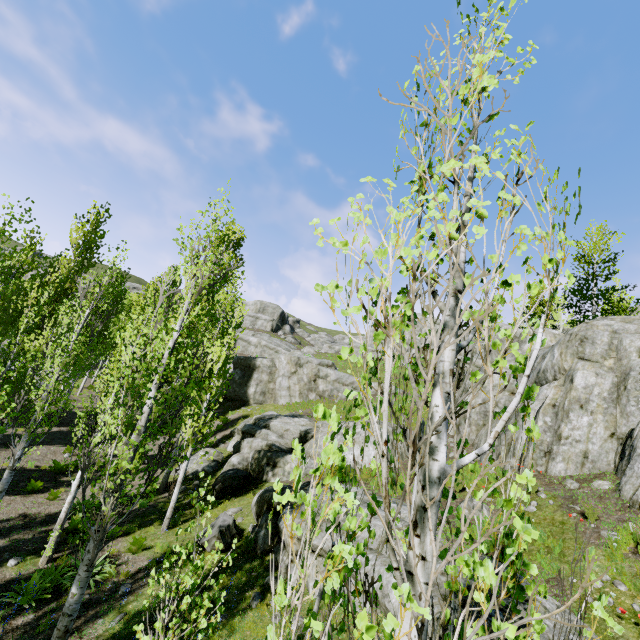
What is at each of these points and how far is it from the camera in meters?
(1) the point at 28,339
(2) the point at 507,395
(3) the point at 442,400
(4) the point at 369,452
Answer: (1) instancedfoliageactor, 16.2 m
(2) rock, 17.7 m
(3) instancedfoliageactor, 1.6 m
(4) rock, 17.0 m

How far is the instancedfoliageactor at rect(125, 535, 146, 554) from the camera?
10.51m

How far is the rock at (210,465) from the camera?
17.3m

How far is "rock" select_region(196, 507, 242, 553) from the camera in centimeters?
1052cm

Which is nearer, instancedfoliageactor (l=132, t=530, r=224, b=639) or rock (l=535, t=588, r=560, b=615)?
instancedfoliageactor (l=132, t=530, r=224, b=639)

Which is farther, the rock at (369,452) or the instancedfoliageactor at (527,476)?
the rock at (369,452)

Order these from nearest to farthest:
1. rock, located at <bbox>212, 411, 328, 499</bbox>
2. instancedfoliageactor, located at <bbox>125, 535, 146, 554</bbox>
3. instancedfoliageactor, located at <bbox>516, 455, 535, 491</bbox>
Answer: instancedfoliageactor, located at <bbox>516, 455, 535, 491</bbox>, instancedfoliageactor, located at <bbox>125, 535, 146, 554</bbox>, rock, located at <bbox>212, 411, 328, 499</bbox>
